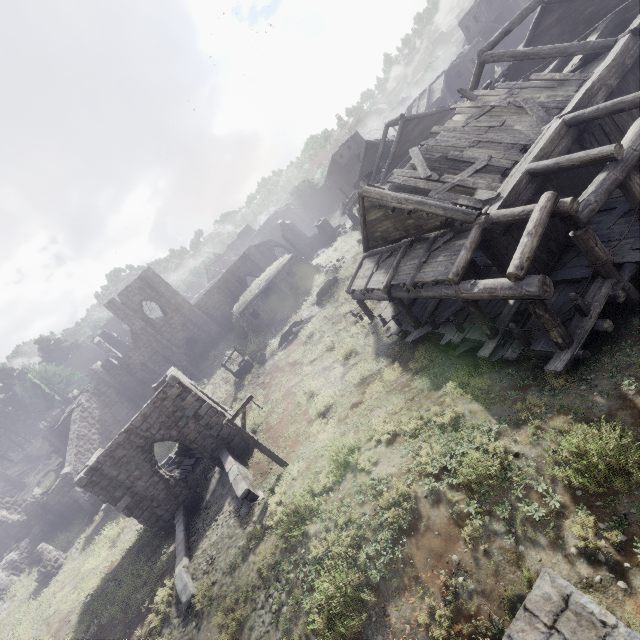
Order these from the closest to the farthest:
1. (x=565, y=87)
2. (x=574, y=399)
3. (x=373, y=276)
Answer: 1. (x=574, y=399)
2. (x=565, y=87)
3. (x=373, y=276)

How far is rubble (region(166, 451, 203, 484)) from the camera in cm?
1948

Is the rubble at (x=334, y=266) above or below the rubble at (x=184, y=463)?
above

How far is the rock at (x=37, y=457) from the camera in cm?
5181

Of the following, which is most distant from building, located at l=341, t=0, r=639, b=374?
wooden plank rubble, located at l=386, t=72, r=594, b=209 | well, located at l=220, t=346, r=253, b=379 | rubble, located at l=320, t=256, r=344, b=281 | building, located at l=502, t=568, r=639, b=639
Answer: rubble, located at l=320, t=256, r=344, b=281

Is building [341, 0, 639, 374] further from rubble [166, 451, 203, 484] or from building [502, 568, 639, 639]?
building [502, 568, 639, 639]

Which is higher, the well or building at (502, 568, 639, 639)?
the well

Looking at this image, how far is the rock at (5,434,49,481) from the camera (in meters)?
51.81
